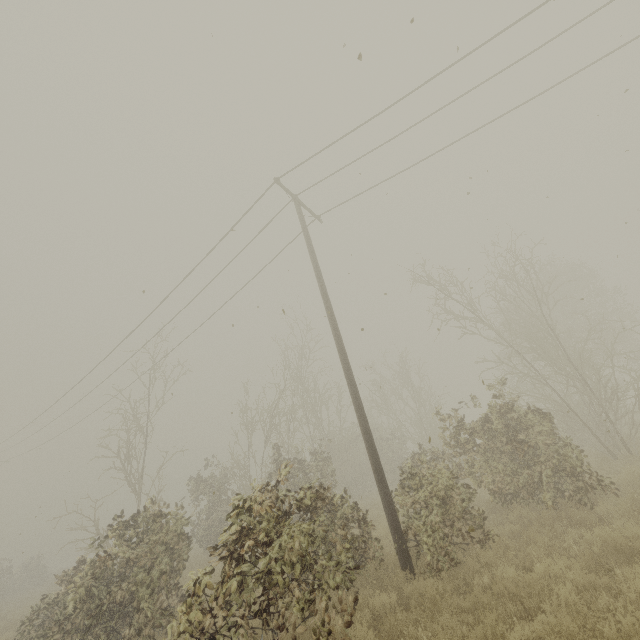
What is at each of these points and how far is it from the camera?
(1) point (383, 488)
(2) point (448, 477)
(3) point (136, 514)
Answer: (1) utility pole, 7.86m
(2) tree, 7.85m
(3) tree, 9.77m

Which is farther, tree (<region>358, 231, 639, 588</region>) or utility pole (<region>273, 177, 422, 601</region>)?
tree (<region>358, 231, 639, 588</region>)

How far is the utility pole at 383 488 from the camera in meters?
7.2 m

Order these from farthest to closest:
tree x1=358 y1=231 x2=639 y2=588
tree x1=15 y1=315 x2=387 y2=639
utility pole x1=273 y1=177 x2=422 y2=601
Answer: tree x1=358 y1=231 x2=639 y2=588 → utility pole x1=273 y1=177 x2=422 y2=601 → tree x1=15 y1=315 x2=387 y2=639

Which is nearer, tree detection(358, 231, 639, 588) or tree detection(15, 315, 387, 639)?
tree detection(15, 315, 387, 639)

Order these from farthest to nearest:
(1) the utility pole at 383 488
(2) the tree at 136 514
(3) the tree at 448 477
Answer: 1. (3) the tree at 448 477
2. (1) the utility pole at 383 488
3. (2) the tree at 136 514

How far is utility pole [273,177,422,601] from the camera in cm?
716
